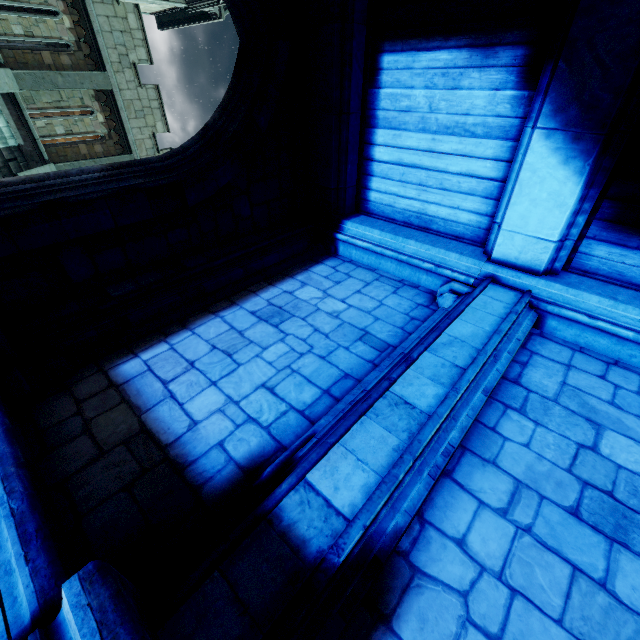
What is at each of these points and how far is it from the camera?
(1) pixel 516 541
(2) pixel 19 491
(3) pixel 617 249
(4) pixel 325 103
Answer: (1) building, 2.11m
(2) wall trim, 2.04m
(3) building, 3.65m
(4) stone beam, 4.75m

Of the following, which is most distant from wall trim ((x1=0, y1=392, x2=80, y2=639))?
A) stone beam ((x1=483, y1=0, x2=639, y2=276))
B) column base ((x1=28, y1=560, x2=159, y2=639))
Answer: stone beam ((x1=483, y1=0, x2=639, y2=276))

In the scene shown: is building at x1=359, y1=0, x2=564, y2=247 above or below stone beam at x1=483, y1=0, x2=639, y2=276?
above

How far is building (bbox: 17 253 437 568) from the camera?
2.3 meters

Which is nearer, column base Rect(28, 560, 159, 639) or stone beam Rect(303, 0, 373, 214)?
column base Rect(28, 560, 159, 639)

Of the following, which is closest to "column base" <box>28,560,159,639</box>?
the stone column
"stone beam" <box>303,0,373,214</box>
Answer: the stone column

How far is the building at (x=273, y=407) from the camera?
2.29m

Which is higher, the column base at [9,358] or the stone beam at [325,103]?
the stone beam at [325,103]
